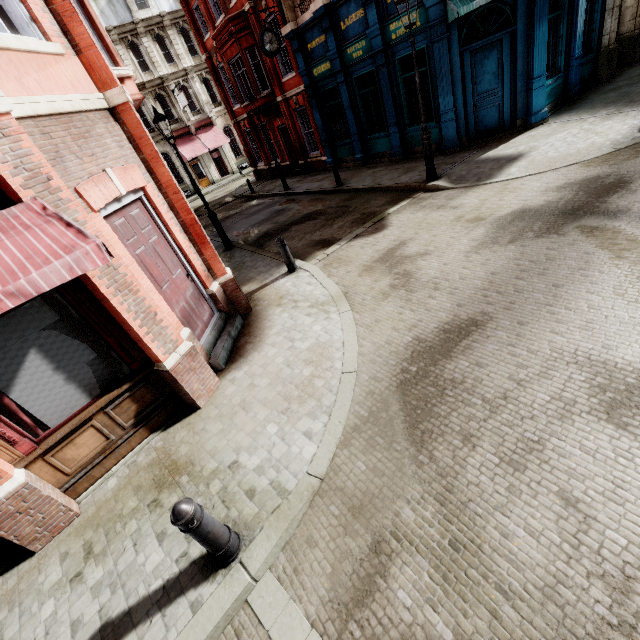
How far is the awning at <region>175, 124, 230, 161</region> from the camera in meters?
31.5 m

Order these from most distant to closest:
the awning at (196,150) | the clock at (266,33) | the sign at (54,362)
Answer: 1. the awning at (196,150)
2. the clock at (266,33)
3. the sign at (54,362)

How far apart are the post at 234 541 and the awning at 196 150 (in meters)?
34.82

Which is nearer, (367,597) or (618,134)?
(367,597)

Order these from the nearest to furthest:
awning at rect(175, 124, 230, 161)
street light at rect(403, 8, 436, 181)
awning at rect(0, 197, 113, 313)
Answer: awning at rect(0, 197, 113, 313) → street light at rect(403, 8, 436, 181) → awning at rect(175, 124, 230, 161)

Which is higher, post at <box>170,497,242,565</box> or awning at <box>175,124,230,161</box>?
awning at <box>175,124,230,161</box>

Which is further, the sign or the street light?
the street light

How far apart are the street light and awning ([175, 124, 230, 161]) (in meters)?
28.19
